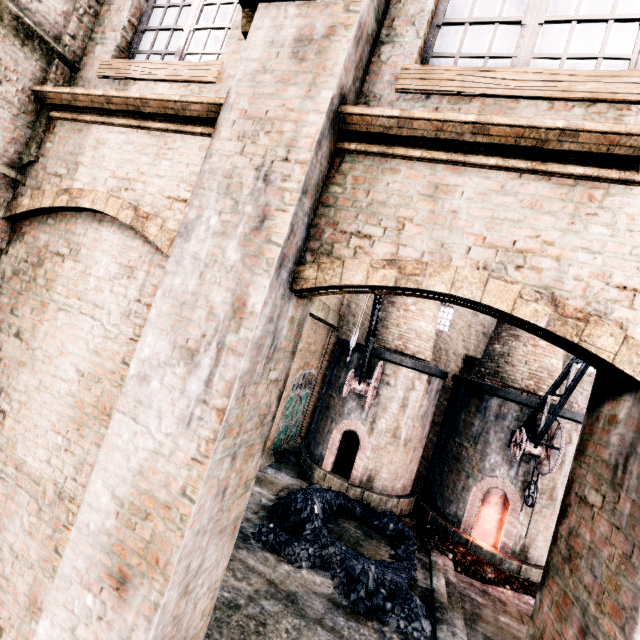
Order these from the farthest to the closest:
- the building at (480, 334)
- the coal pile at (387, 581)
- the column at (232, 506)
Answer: the building at (480, 334), the coal pile at (387, 581), the column at (232, 506)

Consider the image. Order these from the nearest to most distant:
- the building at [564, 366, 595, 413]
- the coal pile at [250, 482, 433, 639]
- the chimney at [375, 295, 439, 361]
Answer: the coal pile at [250, 482, 433, 639] → the chimney at [375, 295, 439, 361] → the building at [564, 366, 595, 413]

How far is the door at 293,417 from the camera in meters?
18.3 m

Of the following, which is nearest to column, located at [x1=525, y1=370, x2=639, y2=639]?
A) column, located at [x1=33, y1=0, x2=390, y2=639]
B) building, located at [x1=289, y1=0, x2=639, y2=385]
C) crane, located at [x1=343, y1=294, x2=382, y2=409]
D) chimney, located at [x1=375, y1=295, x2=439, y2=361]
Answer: building, located at [x1=289, y1=0, x2=639, y2=385]

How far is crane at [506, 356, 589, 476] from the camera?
10.77m

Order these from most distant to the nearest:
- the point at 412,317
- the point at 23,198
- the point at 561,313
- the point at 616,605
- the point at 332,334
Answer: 1. the point at 332,334
2. the point at 412,317
3. the point at 23,198
4. the point at 561,313
5. the point at 616,605

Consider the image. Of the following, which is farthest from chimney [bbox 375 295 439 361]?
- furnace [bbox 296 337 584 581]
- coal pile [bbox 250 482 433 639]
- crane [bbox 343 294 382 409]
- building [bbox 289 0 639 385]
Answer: building [bbox 289 0 639 385]

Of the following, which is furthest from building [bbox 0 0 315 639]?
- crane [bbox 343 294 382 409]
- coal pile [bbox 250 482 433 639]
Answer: crane [bbox 343 294 382 409]
